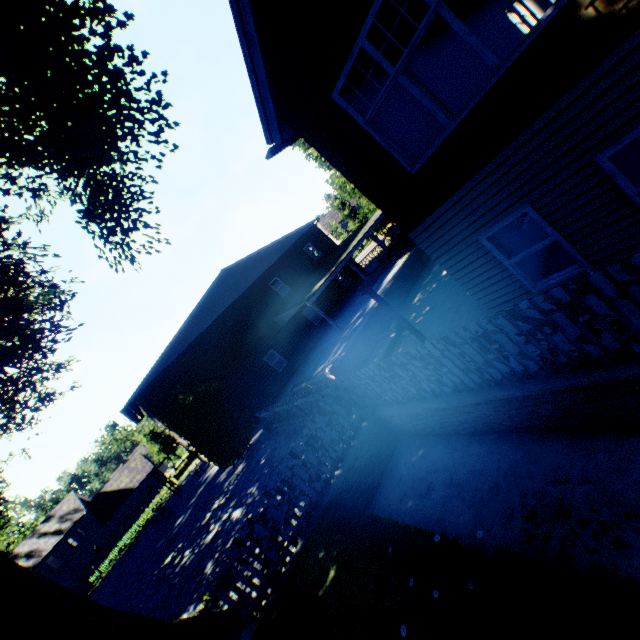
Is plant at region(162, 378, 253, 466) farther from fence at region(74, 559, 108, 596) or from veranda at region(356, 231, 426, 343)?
veranda at region(356, 231, 426, 343)

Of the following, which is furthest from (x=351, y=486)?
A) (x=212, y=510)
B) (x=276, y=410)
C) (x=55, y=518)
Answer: (x=55, y=518)

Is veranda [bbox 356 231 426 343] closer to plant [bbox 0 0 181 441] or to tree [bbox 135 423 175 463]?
plant [bbox 0 0 181 441]

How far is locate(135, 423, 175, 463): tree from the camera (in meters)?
40.59

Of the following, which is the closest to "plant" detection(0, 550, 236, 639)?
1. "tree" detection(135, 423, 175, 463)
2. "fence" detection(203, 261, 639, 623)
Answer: "fence" detection(203, 261, 639, 623)

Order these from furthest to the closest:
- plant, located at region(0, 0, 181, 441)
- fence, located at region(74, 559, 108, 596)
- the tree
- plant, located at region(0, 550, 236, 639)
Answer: the tree, fence, located at region(74, 559, 108, 596), plant, located at region(0, 0, 181, 441), plant, located at region(0, 550, 236, 639)

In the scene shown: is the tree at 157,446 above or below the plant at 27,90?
below

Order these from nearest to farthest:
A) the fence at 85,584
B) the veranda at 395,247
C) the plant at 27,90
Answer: the veranda at 395,247
the plant at 27,90
the fence at 85,584
